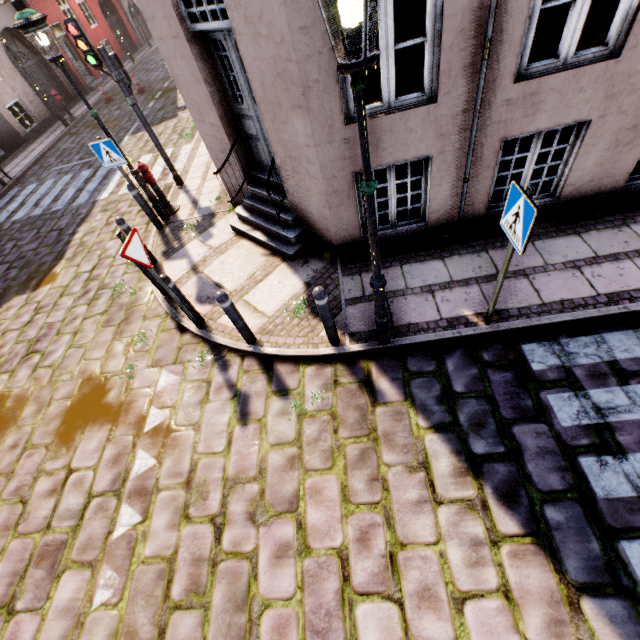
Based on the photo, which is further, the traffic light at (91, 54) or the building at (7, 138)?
the building at (7, 138)

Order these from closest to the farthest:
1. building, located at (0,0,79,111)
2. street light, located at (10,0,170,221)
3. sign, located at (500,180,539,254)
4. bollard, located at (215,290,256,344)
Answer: sign, located at (500,180,539,254) → bollard, located at (215,290,256,344) → street light, located at (10,0,170,221) → building, located at (0,0,79,111)

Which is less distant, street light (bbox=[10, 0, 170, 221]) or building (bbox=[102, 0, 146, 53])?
street light (bbox=[10, 0, 170, 221])

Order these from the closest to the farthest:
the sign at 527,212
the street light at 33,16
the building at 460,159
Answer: the sign at 527,212
the building at 460,159
the street light at 33,16

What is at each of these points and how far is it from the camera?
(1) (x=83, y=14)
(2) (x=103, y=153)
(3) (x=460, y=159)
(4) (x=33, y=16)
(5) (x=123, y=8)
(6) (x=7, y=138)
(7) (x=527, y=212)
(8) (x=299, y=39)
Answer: (1) building, 19.1m
(2) sign, 6.4m
(3) building, 4.5m
(4) street light, 4.9m
(5) building, 23.0m
(6) building, 14.7m
(7) sign, 2.8m
(8) building, 3.4m

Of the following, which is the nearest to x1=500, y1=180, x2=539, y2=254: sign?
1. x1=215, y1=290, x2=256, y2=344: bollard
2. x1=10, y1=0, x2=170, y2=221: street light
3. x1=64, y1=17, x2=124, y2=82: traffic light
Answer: x1=10, y1=0, x2=170, y2=221: street light

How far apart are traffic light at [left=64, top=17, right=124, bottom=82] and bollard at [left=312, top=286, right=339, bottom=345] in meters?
7.0

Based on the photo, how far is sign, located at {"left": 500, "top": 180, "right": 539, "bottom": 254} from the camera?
2.7m
